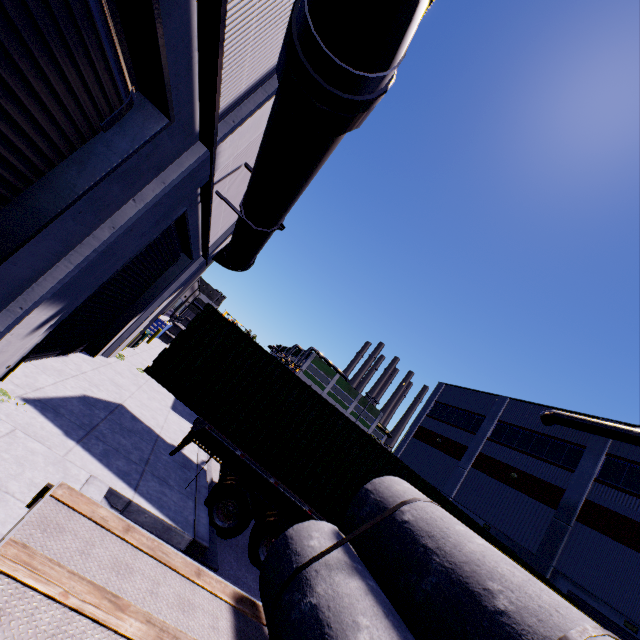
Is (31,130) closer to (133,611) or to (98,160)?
(98,160)

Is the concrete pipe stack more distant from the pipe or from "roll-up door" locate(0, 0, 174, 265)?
the pipe

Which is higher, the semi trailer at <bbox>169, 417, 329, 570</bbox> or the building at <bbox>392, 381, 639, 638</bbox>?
the building at <bbox>392, 381, 639, 638</bbox>

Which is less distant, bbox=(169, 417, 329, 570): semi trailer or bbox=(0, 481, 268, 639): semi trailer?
bbox=(0, 481, 268, 639): semi trailer

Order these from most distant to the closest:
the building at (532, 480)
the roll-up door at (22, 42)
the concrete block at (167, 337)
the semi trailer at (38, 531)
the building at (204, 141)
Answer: the concrete block at (167, 337) < the building at (532, 480) < the building at (204, 141) < the roll-up door at (22, 42) < the semi trailer at (38, 531)

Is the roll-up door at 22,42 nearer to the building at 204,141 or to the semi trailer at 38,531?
the building at 204,141

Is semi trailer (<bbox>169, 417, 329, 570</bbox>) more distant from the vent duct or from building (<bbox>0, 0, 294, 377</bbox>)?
the vent duct

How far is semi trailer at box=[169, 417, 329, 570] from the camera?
6.8 meters
